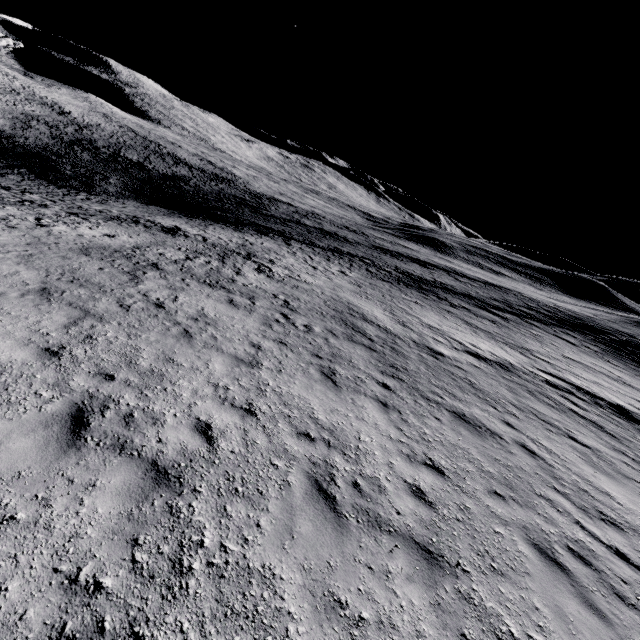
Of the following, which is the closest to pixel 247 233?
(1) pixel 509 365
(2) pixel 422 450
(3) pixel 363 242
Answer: (3) pixel 363 242
